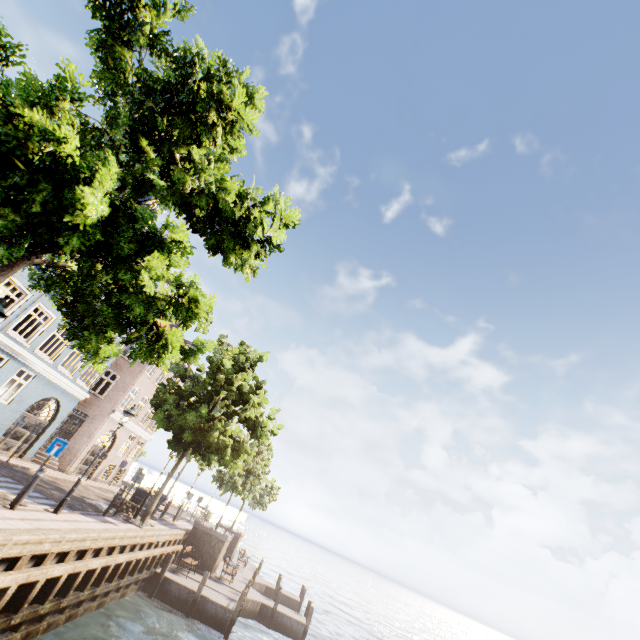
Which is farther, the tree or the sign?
the sign

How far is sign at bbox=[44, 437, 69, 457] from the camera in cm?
975

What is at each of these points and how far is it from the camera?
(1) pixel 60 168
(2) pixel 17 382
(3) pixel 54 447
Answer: (1) tree, 4.2m
(2) building, 16.3m
(3) sign, 9.9m

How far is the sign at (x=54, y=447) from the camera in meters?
9.8

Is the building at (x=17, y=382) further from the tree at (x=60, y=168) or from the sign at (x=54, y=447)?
the sign at (x=54, y=447)

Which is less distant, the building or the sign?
the sign

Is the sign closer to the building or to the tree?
the tree
